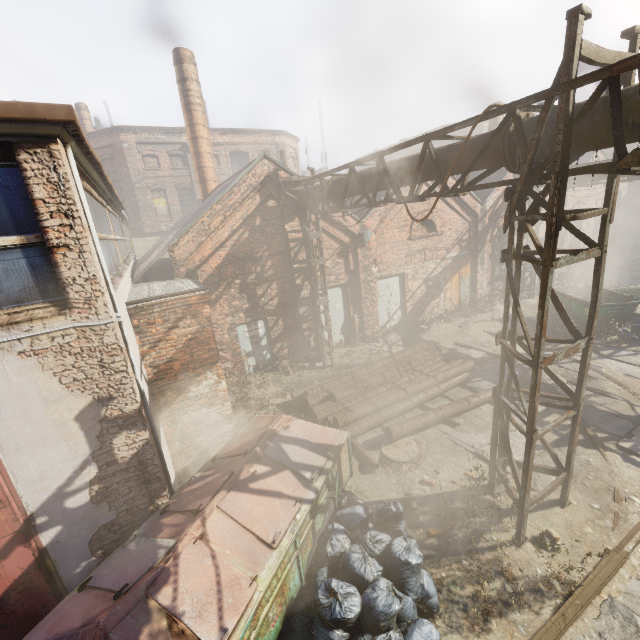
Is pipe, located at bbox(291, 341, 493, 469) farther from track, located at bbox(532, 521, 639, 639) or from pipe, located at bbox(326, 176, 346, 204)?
track, located at bbox(532, 521, 639, 639)

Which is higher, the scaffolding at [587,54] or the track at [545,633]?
the scaffolding at [587,54]

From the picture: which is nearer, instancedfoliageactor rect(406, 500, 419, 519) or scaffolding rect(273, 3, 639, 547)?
scaffolding rect(273, 3, 639, 547)

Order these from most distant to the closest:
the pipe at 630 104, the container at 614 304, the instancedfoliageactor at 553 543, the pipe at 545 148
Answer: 1. the container at 614 304
2. the instancedfoliageactor at 553 543
3. the pipe at 545 148
4. the pipe at 630 104

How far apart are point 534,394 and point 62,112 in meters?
6.6 m

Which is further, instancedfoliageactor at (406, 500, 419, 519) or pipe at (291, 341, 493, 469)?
pipe at (291, 341, 493, 469)

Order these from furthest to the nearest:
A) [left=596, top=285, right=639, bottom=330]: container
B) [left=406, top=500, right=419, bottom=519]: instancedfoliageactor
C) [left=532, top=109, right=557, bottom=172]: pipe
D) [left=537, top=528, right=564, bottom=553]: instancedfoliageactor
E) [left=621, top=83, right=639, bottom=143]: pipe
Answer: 1. [left=596, top=285, right=639, bottom=330]: container
2. [left=406, top=500, right=419, bottom=519]: instancedfoliageactor
3. [left=537, top=528, right=564, bottom=553]: instancedfoliageactor
4. [left=532, top=109, right=557, bottom=172]: pipe
5. [left=621, top=83, right=639, bottom=143]: pipe

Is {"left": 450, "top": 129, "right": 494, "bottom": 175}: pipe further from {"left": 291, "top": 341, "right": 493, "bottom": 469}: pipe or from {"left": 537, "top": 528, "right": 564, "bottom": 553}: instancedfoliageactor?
{"left": 537, "top": 528, "right": 564, "bottom": 553}: instancedfoliageactor
